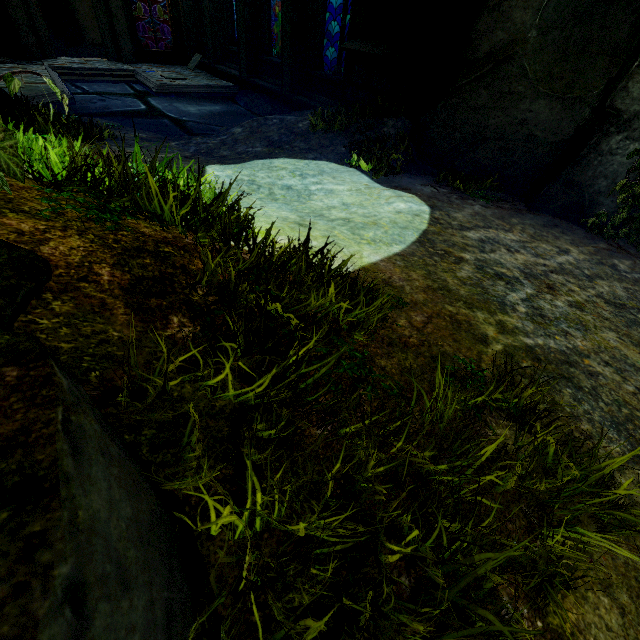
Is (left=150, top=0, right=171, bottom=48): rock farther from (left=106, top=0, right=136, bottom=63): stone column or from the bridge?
the bridge

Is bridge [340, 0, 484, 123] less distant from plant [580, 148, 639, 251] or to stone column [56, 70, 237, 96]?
plant [580, 148, 639, 251]

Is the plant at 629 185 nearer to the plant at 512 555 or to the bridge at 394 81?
the bridge at 394 81

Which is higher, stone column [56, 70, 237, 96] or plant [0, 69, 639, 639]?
plant [0, 69, 639, 639]

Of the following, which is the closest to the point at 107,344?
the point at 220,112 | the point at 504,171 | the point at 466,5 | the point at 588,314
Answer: the point at 588,314

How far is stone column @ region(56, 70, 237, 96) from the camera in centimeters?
1191cm

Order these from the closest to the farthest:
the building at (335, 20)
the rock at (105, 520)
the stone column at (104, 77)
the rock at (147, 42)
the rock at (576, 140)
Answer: the rock at (105, 520), the rock at (576, 140), the stone column at (104, 77), the rock at (147, 42), the building at (335, 20)

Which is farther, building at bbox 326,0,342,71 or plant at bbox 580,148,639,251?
building at bbox 326,0,342,71
